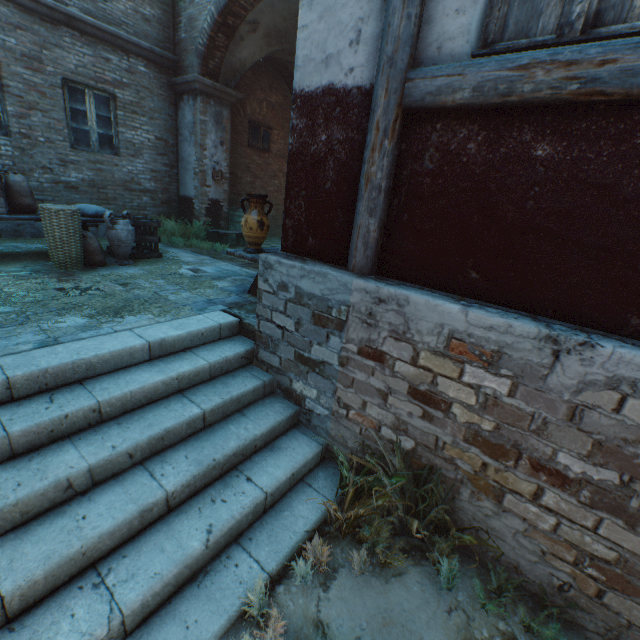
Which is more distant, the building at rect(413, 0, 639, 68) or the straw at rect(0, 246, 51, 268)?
the straw at rect(0, 246, 51, 268)

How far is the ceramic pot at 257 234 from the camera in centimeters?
428cm

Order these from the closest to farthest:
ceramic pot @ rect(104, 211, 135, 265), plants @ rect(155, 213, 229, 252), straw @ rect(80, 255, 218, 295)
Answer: straw @ rect(80, 255, 218, 295), ceramic pot @ rect(104, 211, 135, 265), plants @ rect(155, 213, 229, 252)

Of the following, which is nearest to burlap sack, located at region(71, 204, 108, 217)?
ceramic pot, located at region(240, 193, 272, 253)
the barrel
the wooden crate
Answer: the wooden crate

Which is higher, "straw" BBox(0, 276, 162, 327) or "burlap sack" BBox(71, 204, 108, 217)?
"burlap sack" BBox(71, 204, 108, 217)

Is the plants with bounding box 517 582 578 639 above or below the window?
below

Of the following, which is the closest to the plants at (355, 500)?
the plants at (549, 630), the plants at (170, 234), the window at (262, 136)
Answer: the plants at (549, 630)

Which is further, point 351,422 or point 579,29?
point 351,422
